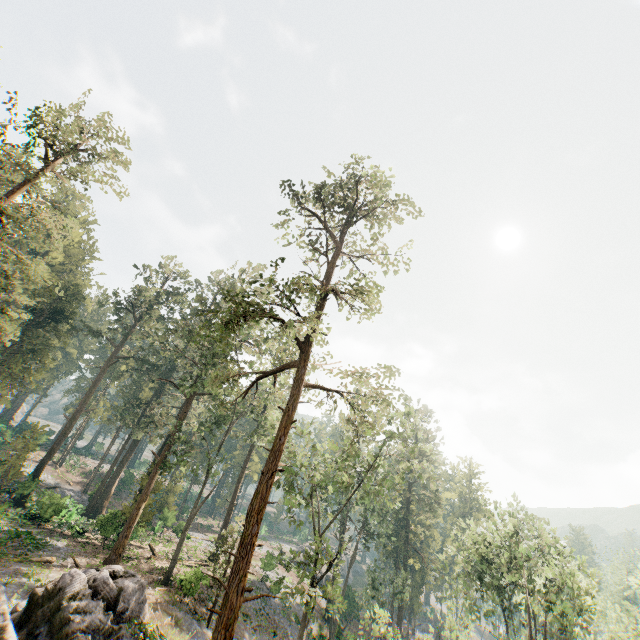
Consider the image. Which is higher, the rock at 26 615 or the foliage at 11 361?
the foliage at 11 361

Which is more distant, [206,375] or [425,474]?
[425,474]

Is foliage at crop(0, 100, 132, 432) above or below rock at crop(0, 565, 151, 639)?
above

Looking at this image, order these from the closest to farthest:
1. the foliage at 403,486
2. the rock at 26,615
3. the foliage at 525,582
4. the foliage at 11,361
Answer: the rock at 26,615, the foliage at 403,486, the foliage at 11,361, the foliage at 525,582

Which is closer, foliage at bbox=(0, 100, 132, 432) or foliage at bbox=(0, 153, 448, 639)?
foliage at bbox=(0, 153, 448, 639)

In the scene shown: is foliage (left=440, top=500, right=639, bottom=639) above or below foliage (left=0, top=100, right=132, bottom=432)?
below

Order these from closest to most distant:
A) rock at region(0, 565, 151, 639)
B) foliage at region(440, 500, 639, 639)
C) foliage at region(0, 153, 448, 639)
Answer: rock at region(0, 565, 151, 639) → foliage at region(0, 153, 448, 639) → foliage at region(440, 500, 639, 639)
